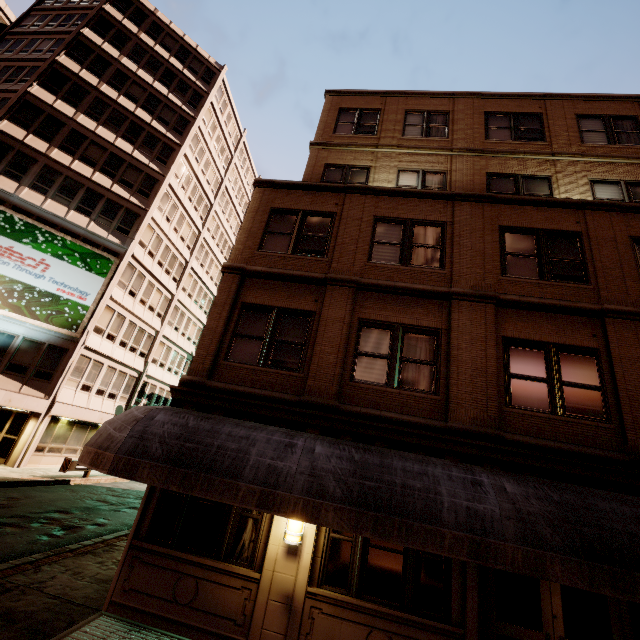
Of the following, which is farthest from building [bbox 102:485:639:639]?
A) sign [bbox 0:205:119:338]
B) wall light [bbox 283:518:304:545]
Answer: sign [bbox 0:205:119:338]

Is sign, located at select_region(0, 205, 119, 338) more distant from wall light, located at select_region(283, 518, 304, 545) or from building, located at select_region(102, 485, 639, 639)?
wall light, located at select_region(283, 518, 304, 545)

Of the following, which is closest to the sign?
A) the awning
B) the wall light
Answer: the awning

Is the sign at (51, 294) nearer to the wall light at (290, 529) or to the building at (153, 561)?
the building at (153, 561)

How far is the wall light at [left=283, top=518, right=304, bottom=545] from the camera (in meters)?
6.46

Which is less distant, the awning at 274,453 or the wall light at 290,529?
the awning at 274,453

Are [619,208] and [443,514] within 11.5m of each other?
yes

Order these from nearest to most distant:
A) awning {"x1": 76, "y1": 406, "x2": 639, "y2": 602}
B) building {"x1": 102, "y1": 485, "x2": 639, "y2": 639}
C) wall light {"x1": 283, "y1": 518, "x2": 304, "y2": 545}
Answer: awning {"x1": 76, "y1": 406, "x2": 639, "y2": 602} < building {"x1": 102, "y1": 485, "x2": 639, "y2": 639} < wall light {"x1": 283, "y1": 518, "x2": 304, "y2": 545}
